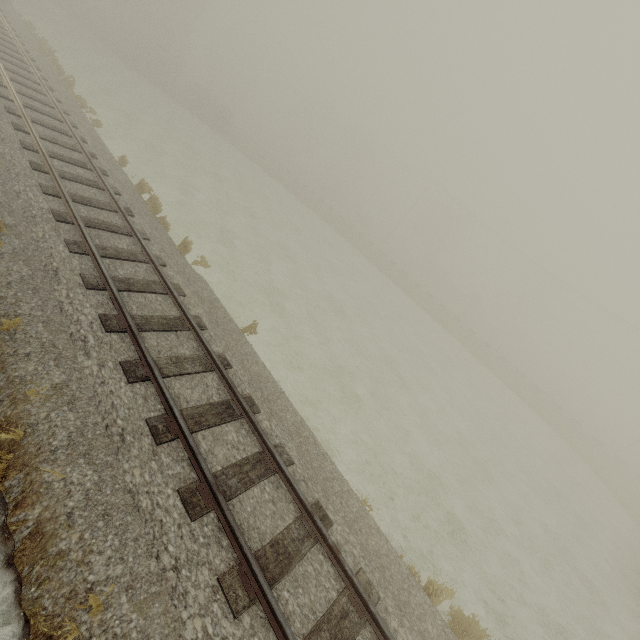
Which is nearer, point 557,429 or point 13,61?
point 13,61
